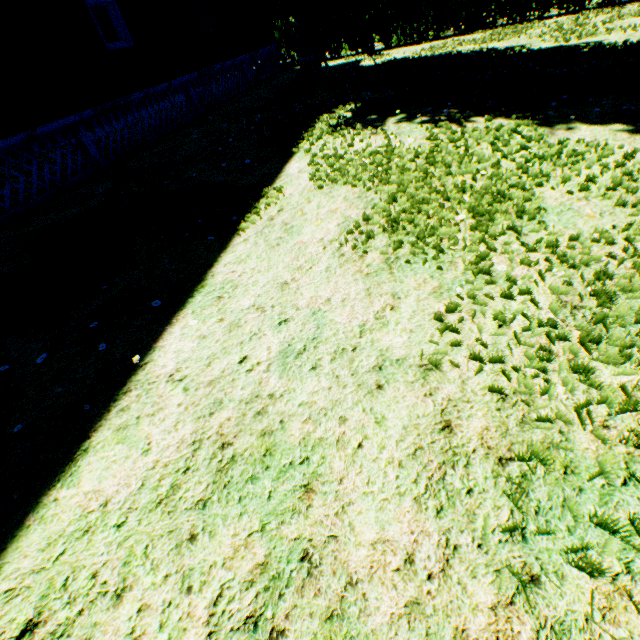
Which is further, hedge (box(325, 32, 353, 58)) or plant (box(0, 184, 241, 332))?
hedge (box(325, 32, 353, 58))

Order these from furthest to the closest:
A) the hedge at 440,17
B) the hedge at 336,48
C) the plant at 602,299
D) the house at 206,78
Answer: the hedge at 336,48
the hedge at 440,17
the house at 206,78
the plant at 602,299

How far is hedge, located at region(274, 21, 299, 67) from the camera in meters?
17.1 m

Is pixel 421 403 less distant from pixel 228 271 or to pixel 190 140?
pixel 228 271

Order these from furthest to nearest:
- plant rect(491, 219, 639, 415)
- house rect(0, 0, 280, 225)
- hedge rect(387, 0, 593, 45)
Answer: hedge rect(387, 0, 593, 45) → house rect(0, 0, 280, 225) → plant rect(491, 219, 639, 415)

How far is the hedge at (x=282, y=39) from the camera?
17.1m

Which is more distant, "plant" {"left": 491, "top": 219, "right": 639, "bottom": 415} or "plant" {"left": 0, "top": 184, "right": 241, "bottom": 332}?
"plant" {"left": 0, "top": 184, "right": 241, "bottom": 332}
